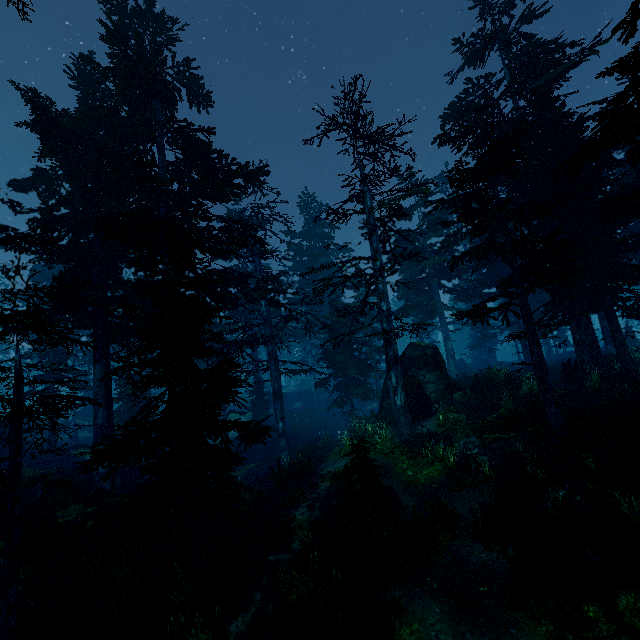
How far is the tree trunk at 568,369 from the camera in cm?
1845

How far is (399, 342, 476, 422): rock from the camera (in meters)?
17.69

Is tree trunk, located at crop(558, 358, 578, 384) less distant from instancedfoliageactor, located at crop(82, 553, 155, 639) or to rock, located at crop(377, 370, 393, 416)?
instancedfoliageactor, located at crop(82, 553, 155, 639)

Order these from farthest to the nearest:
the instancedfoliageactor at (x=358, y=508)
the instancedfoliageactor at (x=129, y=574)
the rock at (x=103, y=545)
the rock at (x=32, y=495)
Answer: the rock at (x=32, y=495), the rock at (x=103, y=545), the instancedfoliageactor at (x=129, y=574), the instancedfoliageactor at (x=358, y=508)

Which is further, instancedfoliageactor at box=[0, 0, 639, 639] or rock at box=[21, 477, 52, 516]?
rock at box=[21, 477, 52, 516]

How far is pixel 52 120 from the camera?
14.3m

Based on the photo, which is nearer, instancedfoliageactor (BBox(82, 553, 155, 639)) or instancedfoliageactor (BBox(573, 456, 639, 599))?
instancedfoliageactor (BBox(573, 456, 639, 599))

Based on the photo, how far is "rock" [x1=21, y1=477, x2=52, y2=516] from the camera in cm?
1337
